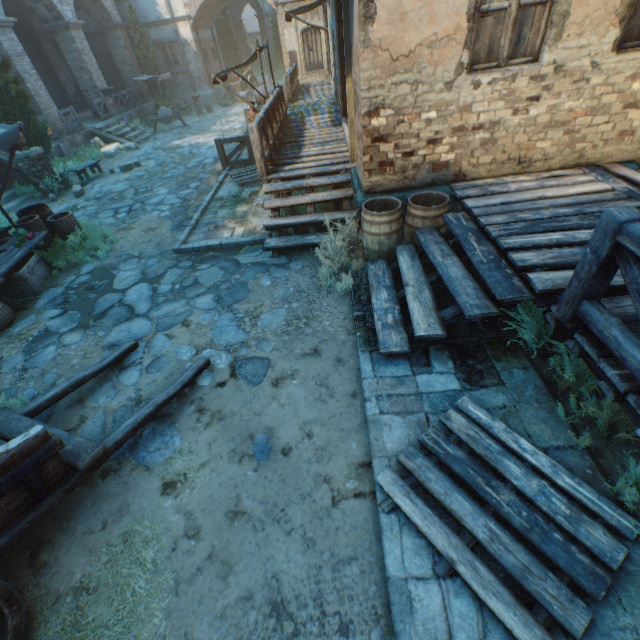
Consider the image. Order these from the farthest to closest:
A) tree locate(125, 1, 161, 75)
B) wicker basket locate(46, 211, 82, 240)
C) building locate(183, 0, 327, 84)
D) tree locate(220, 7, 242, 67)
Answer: tree locate(220, 7, 242, 67), building locate(183, 0, 327, 84), tree locate(125, 1, 161, 75), wicker basket locate(46, 211, 82, 240)

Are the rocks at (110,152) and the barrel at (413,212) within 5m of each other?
no

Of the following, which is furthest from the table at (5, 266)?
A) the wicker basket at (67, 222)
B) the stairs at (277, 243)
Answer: the stairs at (277, 243)

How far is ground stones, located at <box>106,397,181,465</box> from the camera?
3.5 meters

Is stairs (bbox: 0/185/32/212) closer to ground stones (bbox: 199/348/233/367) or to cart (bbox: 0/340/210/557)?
ground stones (bbox: 199/348/233/367)

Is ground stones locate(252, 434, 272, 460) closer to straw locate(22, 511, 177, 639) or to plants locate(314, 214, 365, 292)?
straw locate(22, 511, 177, 639)

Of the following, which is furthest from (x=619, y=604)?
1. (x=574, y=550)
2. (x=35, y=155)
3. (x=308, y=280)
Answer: (x=35, y=155)
